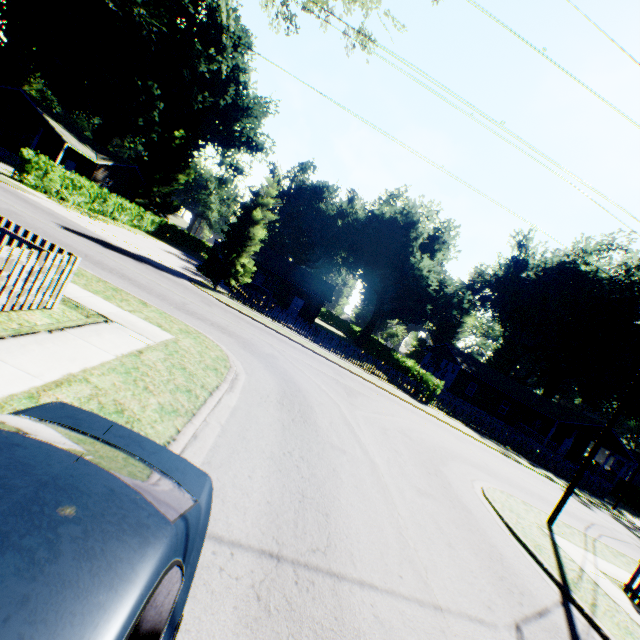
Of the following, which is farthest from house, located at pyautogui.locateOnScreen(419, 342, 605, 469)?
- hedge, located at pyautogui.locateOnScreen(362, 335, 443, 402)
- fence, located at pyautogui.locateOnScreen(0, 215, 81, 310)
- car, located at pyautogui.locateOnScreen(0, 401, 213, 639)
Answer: car, located at pyautogui.locateOnScreen(0, 401, 213, 639)

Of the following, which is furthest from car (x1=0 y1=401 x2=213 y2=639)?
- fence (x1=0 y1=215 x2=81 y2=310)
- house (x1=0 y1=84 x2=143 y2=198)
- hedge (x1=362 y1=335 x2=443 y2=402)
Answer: house (x1=0 y1=84 x2=143 y2=198)

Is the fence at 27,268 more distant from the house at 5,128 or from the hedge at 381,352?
the house at 5,128

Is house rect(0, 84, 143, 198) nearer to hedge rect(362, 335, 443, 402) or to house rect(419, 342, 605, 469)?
hedge rect(362, 335, 443, 402)

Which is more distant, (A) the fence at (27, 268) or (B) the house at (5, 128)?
(B) the house at (5, 128)

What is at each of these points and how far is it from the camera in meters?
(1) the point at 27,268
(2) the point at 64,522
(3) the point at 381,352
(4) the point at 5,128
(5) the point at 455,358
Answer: (1) fence, 5.8
(2) car, 1.4
(3) hedge, 38.1
(4) house, 34.6
(5) house, 41.3

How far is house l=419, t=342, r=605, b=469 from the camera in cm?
3572
